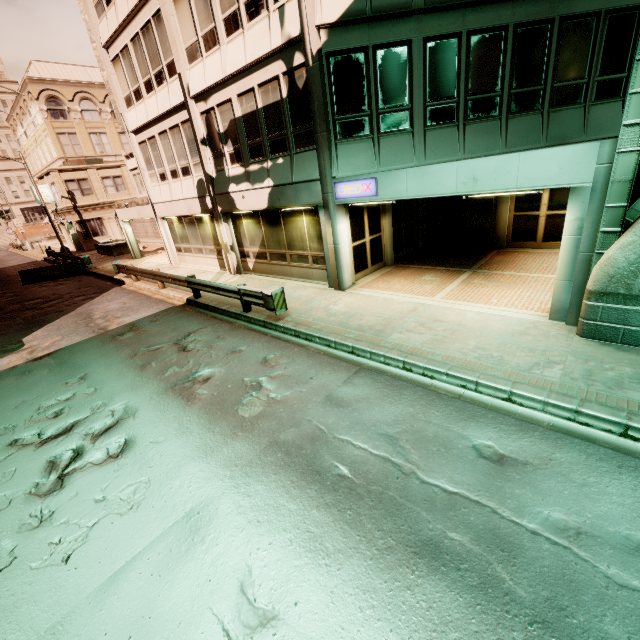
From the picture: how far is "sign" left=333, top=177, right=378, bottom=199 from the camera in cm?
923

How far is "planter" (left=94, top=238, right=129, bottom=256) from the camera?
28.3 meters

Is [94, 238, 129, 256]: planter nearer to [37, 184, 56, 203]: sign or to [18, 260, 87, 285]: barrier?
[18, 260, 87, 285]: barrier

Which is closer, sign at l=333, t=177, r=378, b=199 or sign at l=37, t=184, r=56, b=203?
sign at l=333, t=177, r=378, b=199

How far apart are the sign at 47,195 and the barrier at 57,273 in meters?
16.4

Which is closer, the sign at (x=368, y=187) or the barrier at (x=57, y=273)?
the sign at (x=368, y=187)

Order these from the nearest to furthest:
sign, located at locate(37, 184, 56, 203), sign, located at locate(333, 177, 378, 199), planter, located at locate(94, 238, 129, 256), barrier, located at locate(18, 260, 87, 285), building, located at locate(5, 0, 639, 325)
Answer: building, located at locate(5, 0, 639, 325) < sign, located at locate(333, 177, 378, 199) < barrier, located at locate(18, 260, 87, 285) < planter, located at locate(94, 238, 129, 256) < sign, located at locate(37, 184, 56, 203)

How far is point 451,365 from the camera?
6.6m
